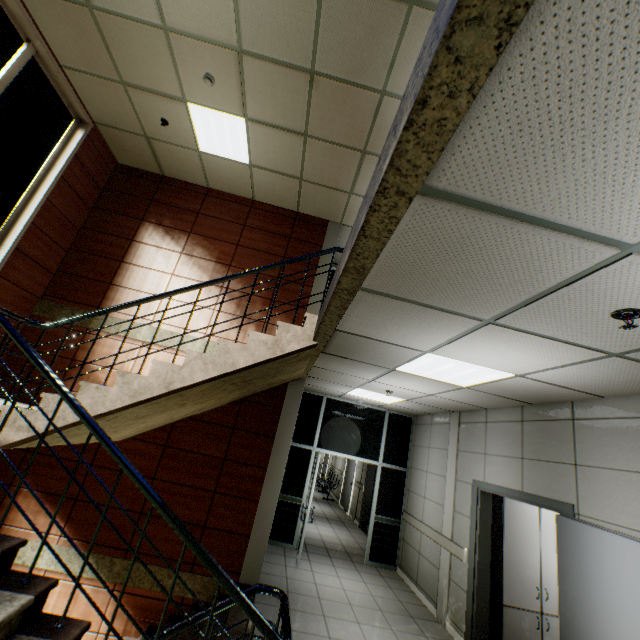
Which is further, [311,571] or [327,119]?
[311,571]

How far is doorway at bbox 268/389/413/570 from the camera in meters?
6.9 m

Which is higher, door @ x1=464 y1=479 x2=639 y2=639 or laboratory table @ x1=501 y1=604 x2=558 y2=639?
door @ x1=464 y1=479 x2=639 y2=639

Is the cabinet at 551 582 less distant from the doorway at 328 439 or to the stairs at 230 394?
the doorway at 328 439

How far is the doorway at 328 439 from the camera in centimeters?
692cm

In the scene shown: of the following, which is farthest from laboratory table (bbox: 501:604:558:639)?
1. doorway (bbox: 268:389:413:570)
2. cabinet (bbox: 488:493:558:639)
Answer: doorway (bbox: 268:389:413:570)

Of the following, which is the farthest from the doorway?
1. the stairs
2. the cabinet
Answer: the cabinet

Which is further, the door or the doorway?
the doorway
